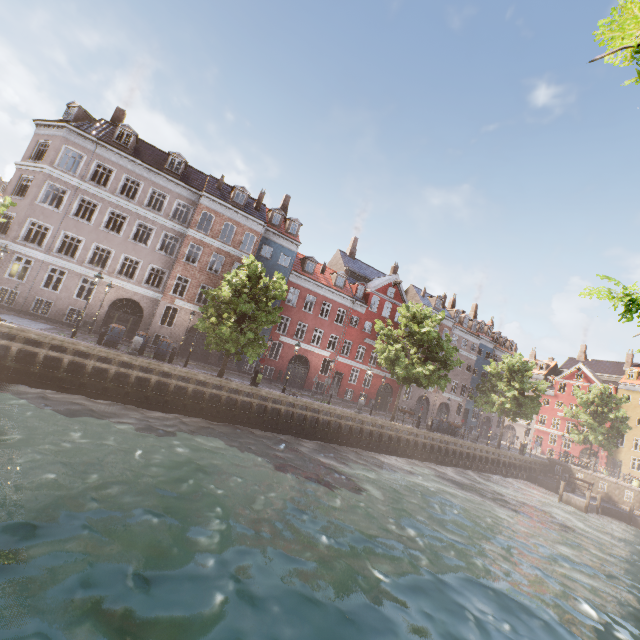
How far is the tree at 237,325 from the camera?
19.2m

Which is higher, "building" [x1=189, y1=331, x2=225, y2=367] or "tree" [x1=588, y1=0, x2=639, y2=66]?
"tree" [x1=588, y1=0, x2=639, y2=66]

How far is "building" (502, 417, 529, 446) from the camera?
56.5 meters

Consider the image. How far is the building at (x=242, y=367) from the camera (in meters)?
29.13

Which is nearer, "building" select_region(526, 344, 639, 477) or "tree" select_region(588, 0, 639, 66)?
"tree" select_region(588, 0, 639, 66)

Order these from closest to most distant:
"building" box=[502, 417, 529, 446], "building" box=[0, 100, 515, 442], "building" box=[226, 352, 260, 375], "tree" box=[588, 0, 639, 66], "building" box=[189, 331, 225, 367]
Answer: "tree" box=[588, 0, 639, 66]
"building" box=[0, 100, 515, 442]
"building" box=[189, 331, 225, 367]
"building" box=[226, 352, 260, 375]
"building" box=[502, 417, 529, 446]

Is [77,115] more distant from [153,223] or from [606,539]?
[606,539]
